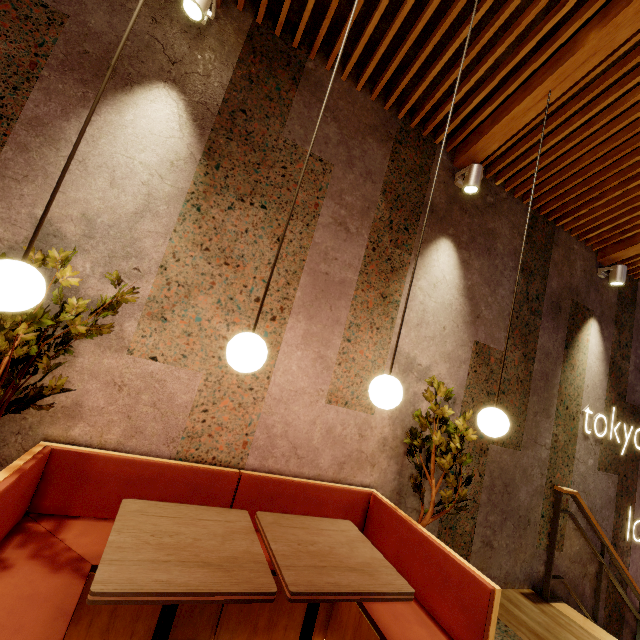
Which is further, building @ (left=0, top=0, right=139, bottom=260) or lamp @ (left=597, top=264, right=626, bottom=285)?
lamp @ (left=597, top=264, right=626, bottom=285)

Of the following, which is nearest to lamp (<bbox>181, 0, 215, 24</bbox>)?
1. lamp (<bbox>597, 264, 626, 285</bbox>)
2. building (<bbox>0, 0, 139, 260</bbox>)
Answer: building (<bbox>0, 0, 139, 260</bbox>)

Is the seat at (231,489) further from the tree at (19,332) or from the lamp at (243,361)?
the lamp at (243,361)

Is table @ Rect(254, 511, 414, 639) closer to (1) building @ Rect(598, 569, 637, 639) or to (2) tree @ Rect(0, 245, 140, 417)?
(1) building @ Rect(598, 569, 637, 639)

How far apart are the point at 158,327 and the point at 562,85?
3.7 meters

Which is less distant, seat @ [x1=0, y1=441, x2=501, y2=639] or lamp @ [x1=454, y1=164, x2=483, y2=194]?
seat @ [x1=0, y1=441, x2=501, y2=639]

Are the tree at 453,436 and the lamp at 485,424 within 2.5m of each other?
yes

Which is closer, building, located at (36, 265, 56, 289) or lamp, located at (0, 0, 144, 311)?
lamp, located at (0, 0, 144, 311)
